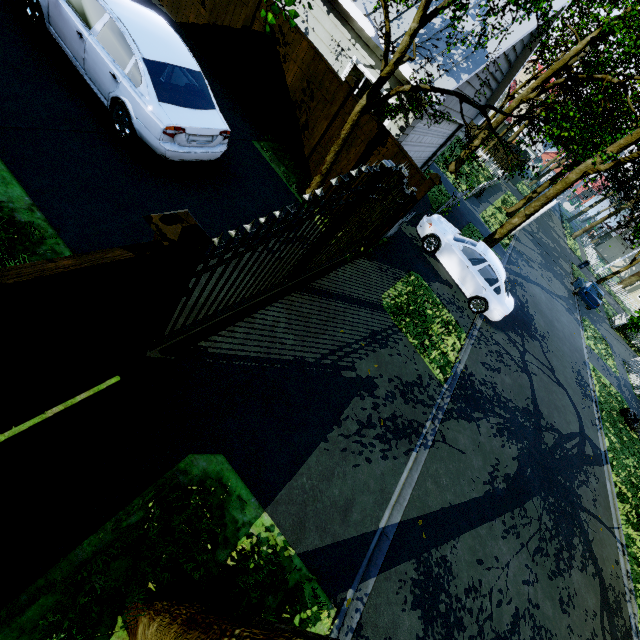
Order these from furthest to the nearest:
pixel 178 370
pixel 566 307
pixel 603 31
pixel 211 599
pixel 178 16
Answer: pixel 566 307 → pixel 603 31 → pixel 178 16 → pixel 178 370 → pixel 211 599

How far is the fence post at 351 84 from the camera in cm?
749

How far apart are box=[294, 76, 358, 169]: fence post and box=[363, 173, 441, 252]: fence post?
2.7m

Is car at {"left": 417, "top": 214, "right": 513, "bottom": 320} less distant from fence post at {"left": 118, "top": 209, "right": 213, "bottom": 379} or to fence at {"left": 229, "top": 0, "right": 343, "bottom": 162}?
fence at {"left": 229, "top": 0, "right": 343, "bottom": 162}

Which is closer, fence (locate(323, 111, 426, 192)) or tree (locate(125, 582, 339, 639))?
tree (locate(125, 582, 339, 639))

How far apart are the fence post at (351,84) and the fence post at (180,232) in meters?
7.0 m

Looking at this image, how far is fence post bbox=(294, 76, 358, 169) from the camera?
7.5m

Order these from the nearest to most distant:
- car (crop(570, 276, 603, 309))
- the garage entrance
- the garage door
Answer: the garage door < the garage entrance < car (crop(570, 276, 603, 309))
